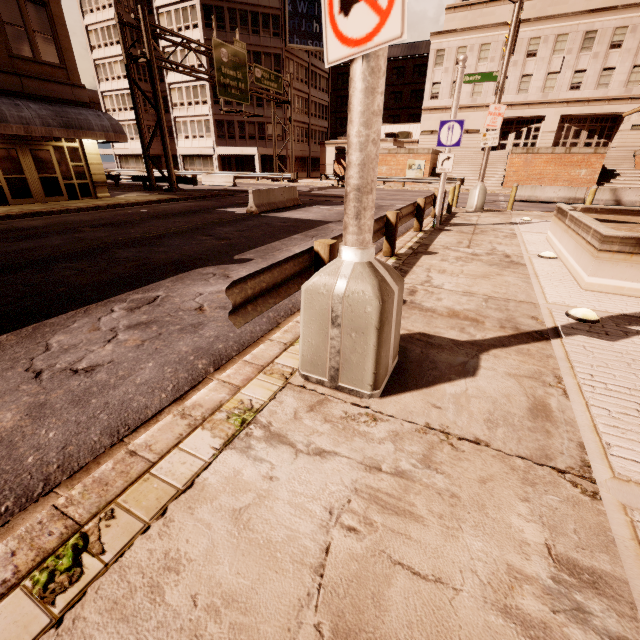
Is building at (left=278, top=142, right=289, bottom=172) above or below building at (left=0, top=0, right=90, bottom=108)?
below

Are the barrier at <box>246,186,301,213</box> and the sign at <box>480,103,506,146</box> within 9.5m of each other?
yes

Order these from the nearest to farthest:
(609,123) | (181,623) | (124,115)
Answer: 1. (181,623)
2. (609,123)
3. (124,115)

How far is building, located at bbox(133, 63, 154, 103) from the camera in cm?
4534

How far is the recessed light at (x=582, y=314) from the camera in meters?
4.4

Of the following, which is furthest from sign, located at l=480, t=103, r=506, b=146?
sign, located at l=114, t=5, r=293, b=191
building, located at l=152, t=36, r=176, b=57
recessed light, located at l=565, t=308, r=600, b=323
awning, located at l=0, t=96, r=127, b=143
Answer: building, located at l=152, t=36, r=176, b=57

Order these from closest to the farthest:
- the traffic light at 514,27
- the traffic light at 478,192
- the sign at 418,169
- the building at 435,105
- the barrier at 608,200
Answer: the traffic light at 514,27 < the traffic light at 478,192 < the barrier at 608,200 < the sign at 418,169 < the building at 435,105
